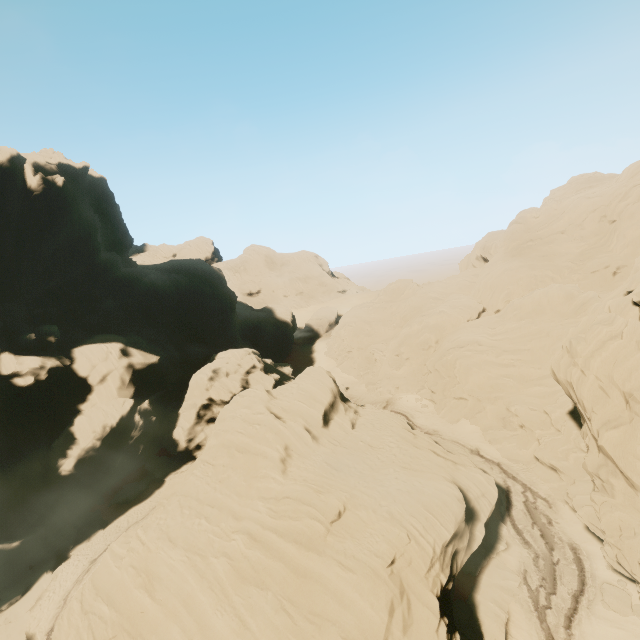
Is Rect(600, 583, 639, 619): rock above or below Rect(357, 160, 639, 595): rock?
below

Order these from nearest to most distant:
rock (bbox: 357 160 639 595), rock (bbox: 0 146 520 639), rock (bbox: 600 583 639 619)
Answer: rock (bbox: 357 160 639 595)
rock (bbox: 0 146 520 639)
rock (bbox: 600 583 639 619)

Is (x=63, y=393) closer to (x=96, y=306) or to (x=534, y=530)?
(x=96, y=306)

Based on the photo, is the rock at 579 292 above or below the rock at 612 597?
above

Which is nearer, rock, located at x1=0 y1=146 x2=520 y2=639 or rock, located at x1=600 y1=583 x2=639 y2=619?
rock, located at x1=0 y1=146 x2=520 y2=639

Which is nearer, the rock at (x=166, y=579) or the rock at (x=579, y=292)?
the rock at (x=579, y=292)
